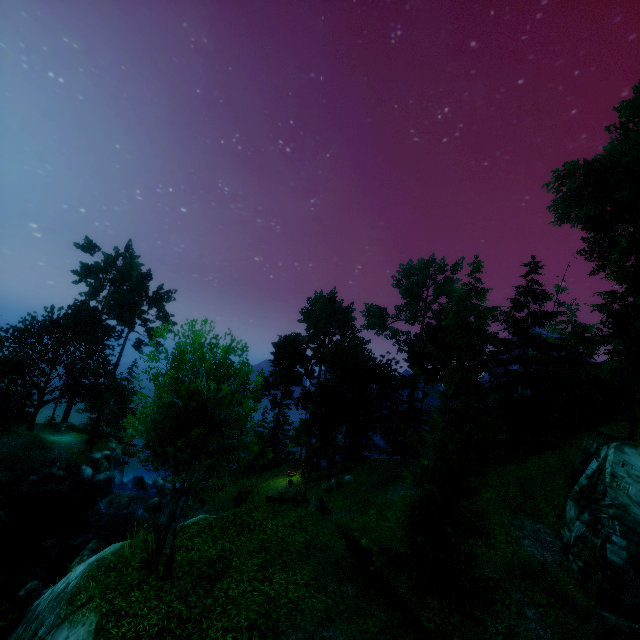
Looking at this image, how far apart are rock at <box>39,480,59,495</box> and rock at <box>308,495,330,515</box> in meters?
23.0 m

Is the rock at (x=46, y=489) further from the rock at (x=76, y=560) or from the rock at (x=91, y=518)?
the rock at (x=76, y=560)

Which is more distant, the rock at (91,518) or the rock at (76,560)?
the rock at (91,518)

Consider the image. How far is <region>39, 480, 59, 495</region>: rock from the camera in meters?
28.2

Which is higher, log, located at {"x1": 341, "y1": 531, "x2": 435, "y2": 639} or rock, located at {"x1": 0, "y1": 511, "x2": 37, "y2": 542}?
log, located at {"x1": 341, "y1": 531, "x2": 435, "y2": 639}

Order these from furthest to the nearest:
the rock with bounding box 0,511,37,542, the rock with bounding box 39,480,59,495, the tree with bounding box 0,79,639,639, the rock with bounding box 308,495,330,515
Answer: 1. the rock with bounding box 39,480,59,495
2. the rock with bounding box 308,495,330,515
3. the rock with bounding box 0,511,37,542
4. the tree with bounding box 0,79,639,639

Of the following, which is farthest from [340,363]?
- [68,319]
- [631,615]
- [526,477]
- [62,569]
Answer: [68,319]

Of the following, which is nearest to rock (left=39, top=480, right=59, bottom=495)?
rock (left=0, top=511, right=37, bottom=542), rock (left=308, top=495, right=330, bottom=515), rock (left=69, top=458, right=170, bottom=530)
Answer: rock (left=69, top=458, right=170, bottom=530)
